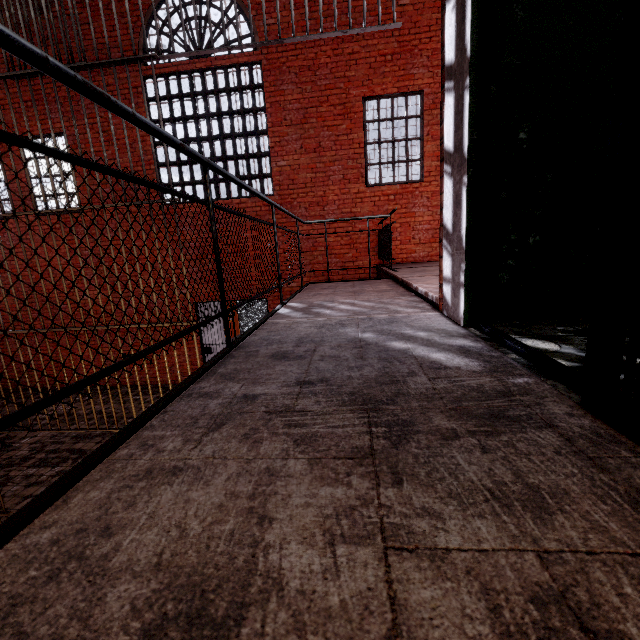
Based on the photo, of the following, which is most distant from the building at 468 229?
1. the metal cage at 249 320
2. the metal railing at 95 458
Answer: the metal cage at 249 320

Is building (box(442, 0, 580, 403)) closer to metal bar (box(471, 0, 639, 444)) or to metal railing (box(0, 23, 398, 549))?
metal bar (box(471, 0, 639, 444))

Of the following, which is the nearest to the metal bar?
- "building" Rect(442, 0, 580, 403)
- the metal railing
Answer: "building" Rect(442, 0, 580, 403)

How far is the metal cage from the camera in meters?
15.1

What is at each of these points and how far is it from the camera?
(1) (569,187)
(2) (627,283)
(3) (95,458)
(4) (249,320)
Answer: (1) building, 1.9m
(2) metal bar, 0.9m
(3) metal railing, 0.9m
(4) metal cage, 15.3m

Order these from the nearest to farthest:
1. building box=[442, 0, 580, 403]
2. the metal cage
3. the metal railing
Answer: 1. the metal railing
2. building box=[442, 0, 580, 403]
3. the metal cage

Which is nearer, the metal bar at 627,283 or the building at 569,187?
the metal bar at 627,283
